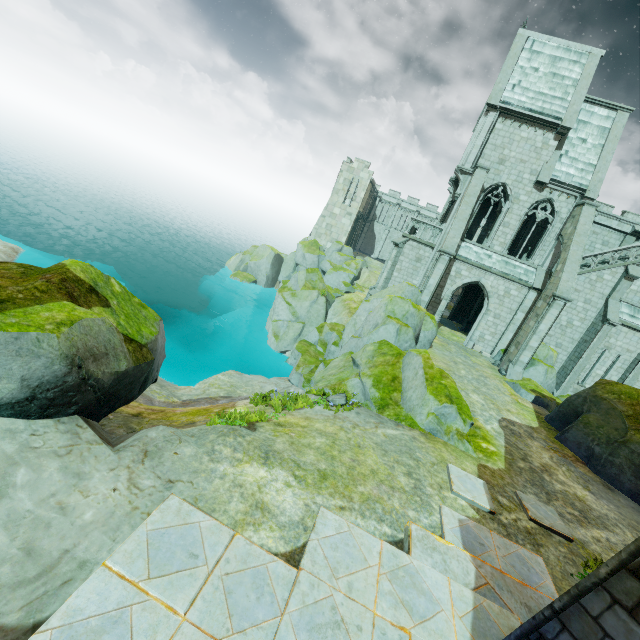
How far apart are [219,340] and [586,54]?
35.08m

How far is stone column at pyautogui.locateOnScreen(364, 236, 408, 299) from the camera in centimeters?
2516cm

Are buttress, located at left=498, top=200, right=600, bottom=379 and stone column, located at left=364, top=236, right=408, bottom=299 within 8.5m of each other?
no

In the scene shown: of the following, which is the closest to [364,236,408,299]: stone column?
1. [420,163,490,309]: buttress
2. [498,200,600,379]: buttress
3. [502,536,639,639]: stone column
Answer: [420,163,490,309]: buttress

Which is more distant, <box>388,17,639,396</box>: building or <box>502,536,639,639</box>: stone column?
<box>388,17,639,396</box>: building

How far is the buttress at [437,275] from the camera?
19.84m

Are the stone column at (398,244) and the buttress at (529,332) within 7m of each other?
no

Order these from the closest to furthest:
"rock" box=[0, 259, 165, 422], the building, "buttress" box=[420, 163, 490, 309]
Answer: "rock" box=[0, 259, 165, 422]
"buttress" box=[420, 163, 490, 309]
the building
